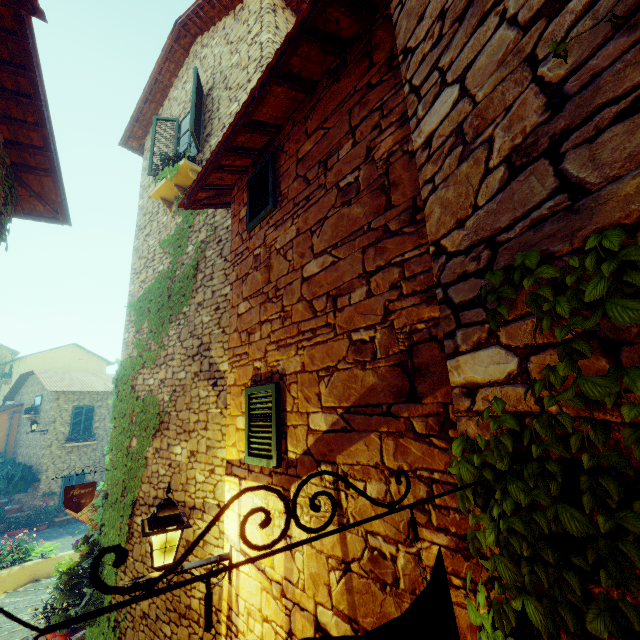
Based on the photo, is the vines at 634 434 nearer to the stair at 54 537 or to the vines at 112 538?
the vines at 112 538

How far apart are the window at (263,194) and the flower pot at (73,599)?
7.4m

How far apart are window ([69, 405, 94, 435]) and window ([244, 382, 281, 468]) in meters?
21.1 m

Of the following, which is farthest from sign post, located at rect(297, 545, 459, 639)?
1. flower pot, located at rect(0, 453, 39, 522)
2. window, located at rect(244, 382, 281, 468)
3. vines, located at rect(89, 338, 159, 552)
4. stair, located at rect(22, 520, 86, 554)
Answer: flower pot, located at rect(0, 453, 39, 522)

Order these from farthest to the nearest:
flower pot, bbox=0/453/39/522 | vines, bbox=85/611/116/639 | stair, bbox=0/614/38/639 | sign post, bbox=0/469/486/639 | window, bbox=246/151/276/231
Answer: flower pot, bbox=0/453/39/522 < stair, bbox=0/614/38/639 < vines, bbox=85/611/116/639 < window, bbox=246/151/276/231 < sign post, bbox=0/469/486/639

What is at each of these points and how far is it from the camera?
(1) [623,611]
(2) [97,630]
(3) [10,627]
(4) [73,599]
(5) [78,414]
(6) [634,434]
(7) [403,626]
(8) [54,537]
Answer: (1) vines, 0.78m
(2) vines, 6.02m
(3) stair, 7.85m
(4) flower pot, 6.09m
(5) window, 18.86m
(6) vines, 0.76m
(7) sign post, 0.84m
(8) stair, 15.17m

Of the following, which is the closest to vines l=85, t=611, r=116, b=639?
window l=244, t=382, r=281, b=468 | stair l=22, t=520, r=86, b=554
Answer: stair l=22, t=520, r=86, b=554

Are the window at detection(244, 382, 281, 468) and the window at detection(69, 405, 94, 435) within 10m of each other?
no
